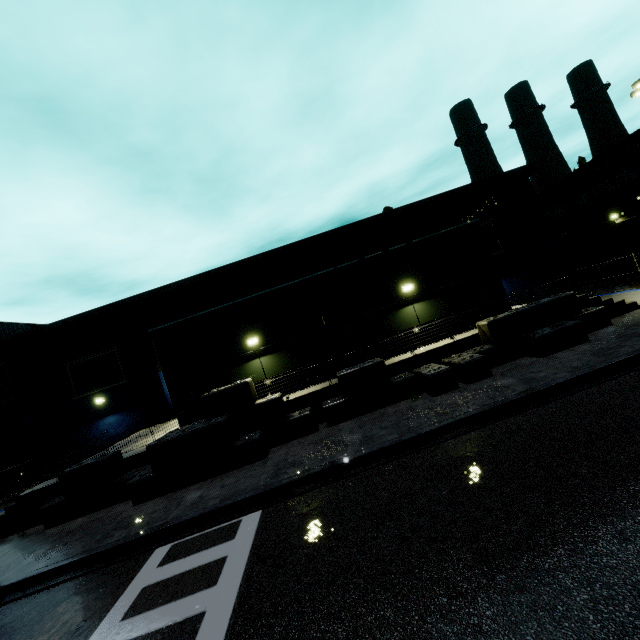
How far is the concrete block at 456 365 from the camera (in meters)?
12.03

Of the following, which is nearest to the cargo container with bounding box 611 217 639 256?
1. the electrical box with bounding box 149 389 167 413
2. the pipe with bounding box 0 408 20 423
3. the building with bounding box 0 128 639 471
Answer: the building with bounding box 0 128 639 471

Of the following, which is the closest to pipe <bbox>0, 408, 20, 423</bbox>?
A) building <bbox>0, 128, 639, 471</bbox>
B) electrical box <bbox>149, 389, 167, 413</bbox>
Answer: building <bbox>0, 128, 639, 471</bbox>

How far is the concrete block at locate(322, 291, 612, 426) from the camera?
12.0m

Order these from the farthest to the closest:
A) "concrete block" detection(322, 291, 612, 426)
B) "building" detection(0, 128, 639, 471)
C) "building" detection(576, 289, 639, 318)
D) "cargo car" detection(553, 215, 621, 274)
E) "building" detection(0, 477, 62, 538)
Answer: "cargo car" detection(553, 215, 621, 274), "building" detection(0, 128, 639, 471), "building" detection(576, 289, 639, 318), "building" detection(0, 477, 62, 538), "concrete block" detection(322, 291, 612, 426)

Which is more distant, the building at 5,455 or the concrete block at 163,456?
the building at 5,455

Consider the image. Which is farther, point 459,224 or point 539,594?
point 459,224

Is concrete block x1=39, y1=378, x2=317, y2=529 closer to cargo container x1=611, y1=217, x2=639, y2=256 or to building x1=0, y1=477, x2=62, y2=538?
building x1=0, y1=477, x2=62, y2=538
